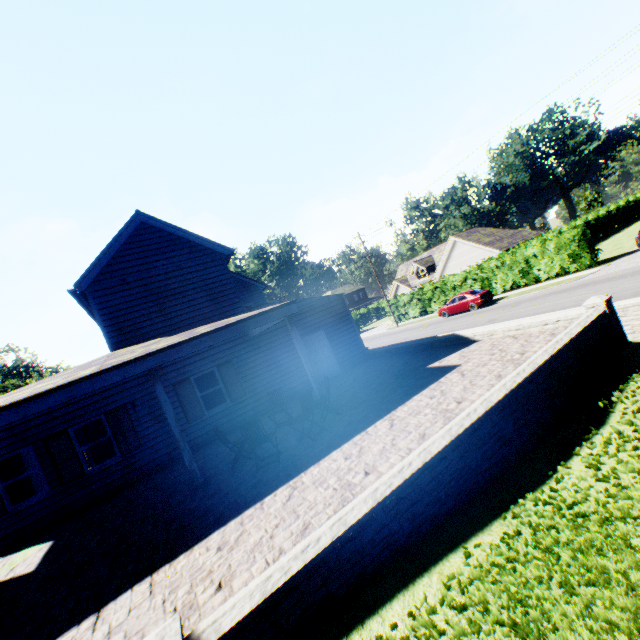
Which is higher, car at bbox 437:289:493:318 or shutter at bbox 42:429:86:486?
shutter at bbox 42:429:86:486

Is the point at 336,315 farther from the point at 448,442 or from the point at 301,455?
the point at 448,442

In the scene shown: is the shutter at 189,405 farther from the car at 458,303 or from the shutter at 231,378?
the car at 458,303

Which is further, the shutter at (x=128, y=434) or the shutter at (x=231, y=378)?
the shutter at (x=231, y=378)

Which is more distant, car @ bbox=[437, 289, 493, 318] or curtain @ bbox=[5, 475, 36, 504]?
car @ bbox=[437, 289, 493, 318]

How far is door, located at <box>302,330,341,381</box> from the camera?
14.83m

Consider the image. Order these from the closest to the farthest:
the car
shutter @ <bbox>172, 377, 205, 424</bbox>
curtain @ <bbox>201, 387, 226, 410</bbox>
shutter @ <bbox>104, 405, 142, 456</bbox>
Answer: shutter @ <bbox>104, 405, 142, 456</bbox>, shutter @ <bbox>172, 377, 205, 424</bbox>, curtain @ <bbox>201, 387, 226, 410</bbox>, the car

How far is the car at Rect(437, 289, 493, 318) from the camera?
25.73m
